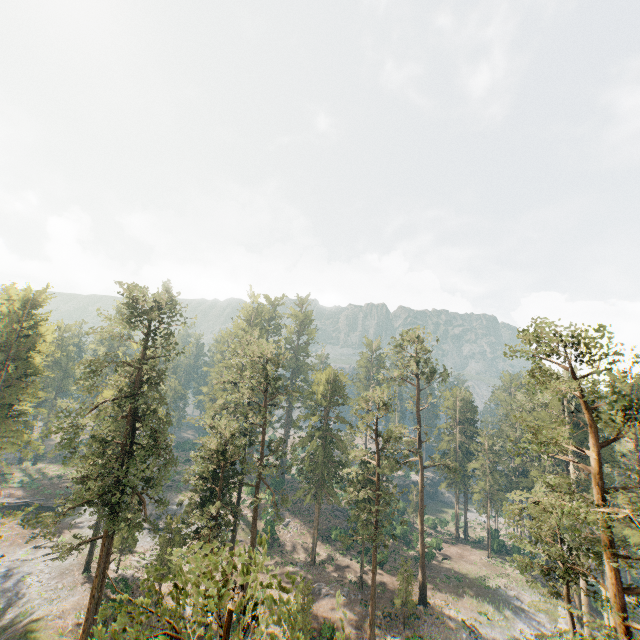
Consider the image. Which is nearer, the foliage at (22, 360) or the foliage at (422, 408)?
the foliage at (422, 408)

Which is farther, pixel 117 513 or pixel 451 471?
pixel 451 471

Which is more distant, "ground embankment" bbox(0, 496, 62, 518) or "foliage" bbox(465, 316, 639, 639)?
"ground embankment" bbox(0, 496, 62, 518)

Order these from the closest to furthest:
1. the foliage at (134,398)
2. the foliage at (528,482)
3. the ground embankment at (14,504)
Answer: the foliage at (134,398), the foliage at (528,482), the ground embankment at (14,504)

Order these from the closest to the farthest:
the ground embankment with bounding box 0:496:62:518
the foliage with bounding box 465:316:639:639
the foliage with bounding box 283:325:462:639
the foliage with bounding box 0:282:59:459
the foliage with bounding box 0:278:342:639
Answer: the foliage with bounding box 0:278:342:639 → the foliage with bounding box 465:316:639:639 → the foliage with bounding box 283:325:462:639 → the foliage with bounding box 0:282:59:459 → the ground embankment with bounding box 0:496:62:518

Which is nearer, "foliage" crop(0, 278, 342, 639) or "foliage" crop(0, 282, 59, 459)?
"foliage" crop(0, 278, 342, 639)
